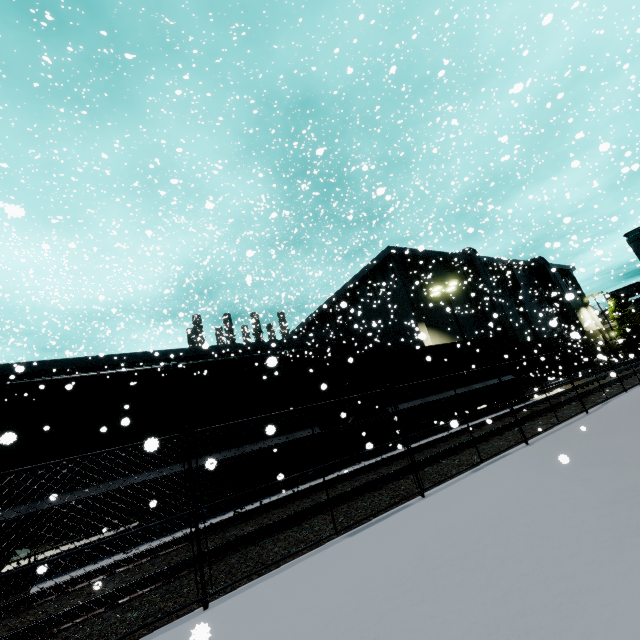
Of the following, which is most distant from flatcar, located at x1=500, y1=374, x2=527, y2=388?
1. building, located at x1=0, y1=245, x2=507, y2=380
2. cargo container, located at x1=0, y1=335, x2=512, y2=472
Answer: building, located at x1=0, y1=245, x2=507, y2=380

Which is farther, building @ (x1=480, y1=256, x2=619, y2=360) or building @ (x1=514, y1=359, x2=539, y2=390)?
building @ (x1=480, y1=256, x2=619, y2=360)

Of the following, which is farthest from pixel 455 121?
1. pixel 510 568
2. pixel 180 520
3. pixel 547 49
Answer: A: pixel 547 49

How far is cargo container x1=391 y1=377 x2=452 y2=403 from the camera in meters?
14.1 m

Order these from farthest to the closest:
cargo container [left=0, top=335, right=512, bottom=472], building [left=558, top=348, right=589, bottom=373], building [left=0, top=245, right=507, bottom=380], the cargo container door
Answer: building [left=558, top=348, right=589, bottom=373]
building [left=0, top=245, right=507, bottom=380]
the cargo container door
cargo container [left=0, top=335, right=512, bottom=472]

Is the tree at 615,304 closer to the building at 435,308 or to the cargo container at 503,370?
the building at 435,308

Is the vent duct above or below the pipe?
below

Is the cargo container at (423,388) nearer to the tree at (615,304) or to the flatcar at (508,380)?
the flatcar at (508,380)
